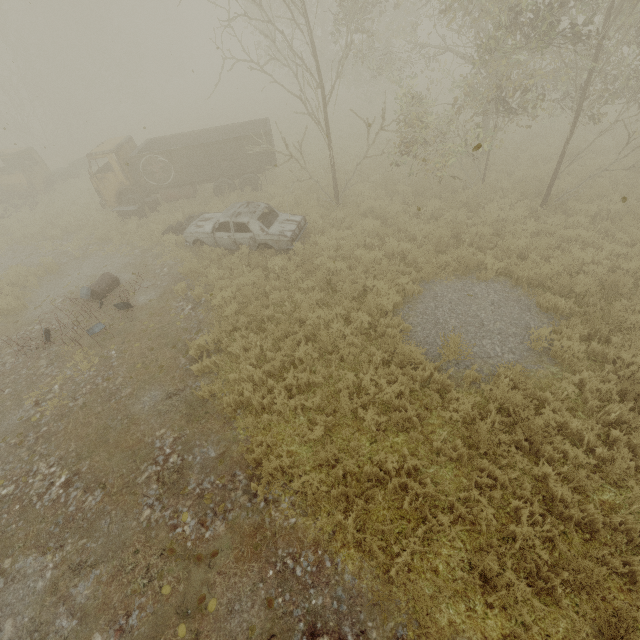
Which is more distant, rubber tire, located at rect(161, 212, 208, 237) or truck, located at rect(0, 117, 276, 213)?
truck, located at rect(0, 117, 276, 213)

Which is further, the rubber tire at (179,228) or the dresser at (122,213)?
the dresser at (122,213)

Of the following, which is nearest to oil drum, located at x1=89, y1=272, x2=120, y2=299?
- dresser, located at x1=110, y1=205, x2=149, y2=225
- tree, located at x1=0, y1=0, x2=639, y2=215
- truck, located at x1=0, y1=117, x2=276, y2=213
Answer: dresser, located at x1=110, y1=205, x2=149, y2=225

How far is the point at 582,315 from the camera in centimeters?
746cm

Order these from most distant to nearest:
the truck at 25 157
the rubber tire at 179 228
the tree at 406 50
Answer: the truck at 25 157, the rubber tire at 179 228, the tree at 406 50

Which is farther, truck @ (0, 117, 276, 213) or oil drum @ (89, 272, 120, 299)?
truck @ (0, 117, 276, 213)

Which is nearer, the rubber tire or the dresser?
the rubber tire

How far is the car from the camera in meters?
10.7 m
